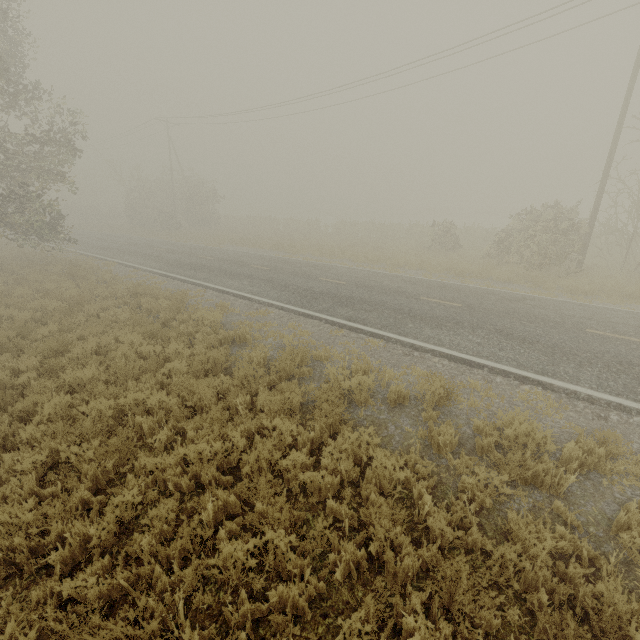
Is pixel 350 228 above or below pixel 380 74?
below
